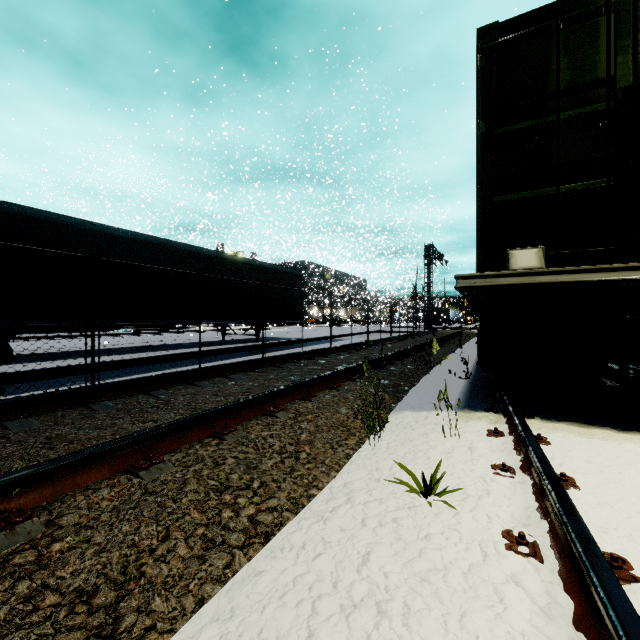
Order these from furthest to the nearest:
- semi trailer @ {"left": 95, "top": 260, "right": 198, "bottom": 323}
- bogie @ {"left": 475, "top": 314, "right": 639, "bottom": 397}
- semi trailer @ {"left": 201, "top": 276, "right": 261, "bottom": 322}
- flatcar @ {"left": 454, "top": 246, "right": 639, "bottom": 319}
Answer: semi trailer @ {"left": 201, "top": 276, "right": 261, "bottom": 322}
semi trailer @ {"left": 95, "top": 260, "right": 198, "bottom": 323}
bogie @ {"left": 475, "top": 314, "right": 639, "bottom": 397}
flatcar @ {"left": 454, "top": 246, "right": 639, "bottom": 319}

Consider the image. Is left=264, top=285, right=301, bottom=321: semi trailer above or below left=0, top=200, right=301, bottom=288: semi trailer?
below

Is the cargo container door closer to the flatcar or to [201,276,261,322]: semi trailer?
Result: the flatcar

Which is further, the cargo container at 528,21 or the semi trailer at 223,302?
the semi trailer at 223,302

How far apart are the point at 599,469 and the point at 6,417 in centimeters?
494cm

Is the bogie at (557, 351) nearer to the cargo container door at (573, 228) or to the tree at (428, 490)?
the cargo container door at (573, 228)

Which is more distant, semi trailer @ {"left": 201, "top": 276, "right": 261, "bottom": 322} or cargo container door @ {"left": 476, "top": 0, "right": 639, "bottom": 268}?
semi trailer @ {"left": 201, "top": 276, "right": 261, "bottom": 322}

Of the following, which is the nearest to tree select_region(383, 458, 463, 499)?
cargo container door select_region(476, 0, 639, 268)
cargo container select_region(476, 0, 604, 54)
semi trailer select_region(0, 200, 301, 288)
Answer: cargo container door select_region(476, 0, 639, 268)
